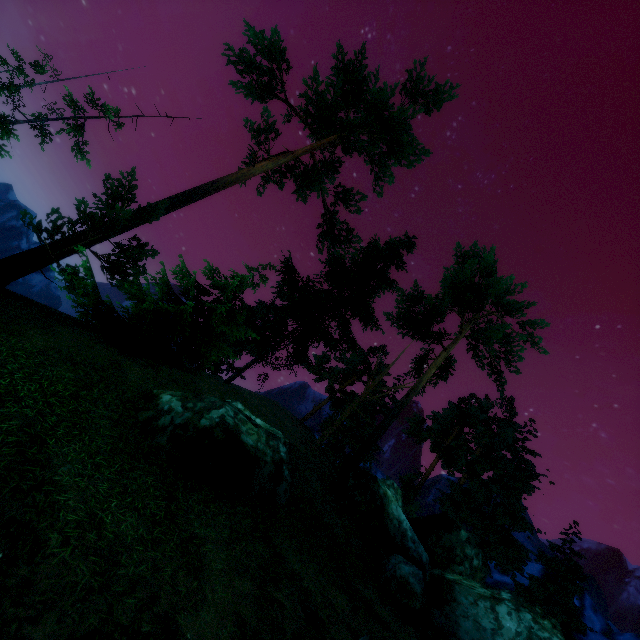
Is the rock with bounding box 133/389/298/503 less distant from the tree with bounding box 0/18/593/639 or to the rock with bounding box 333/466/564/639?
the rock with bounding box 333/466/564/639

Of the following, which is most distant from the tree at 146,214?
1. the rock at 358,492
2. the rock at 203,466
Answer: the rock at 203,466

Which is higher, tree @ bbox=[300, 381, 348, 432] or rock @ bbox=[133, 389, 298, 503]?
tree @ bbox=[300, 381, 348, 432]

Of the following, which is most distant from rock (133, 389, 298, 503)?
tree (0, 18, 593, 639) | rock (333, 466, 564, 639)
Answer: tree (0, 18, 593, 639)

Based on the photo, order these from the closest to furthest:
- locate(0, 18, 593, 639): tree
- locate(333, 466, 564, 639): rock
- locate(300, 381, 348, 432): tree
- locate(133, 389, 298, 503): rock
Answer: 1. locate(133, 389, 298, 503): rock
2. locate(333, 466, 564, 639): rock
3. locate(0, 18, 593, 639): tree
4. locate(300, 381, 348, 432): tree

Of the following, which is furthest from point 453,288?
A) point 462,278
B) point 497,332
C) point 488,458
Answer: point 488,458
